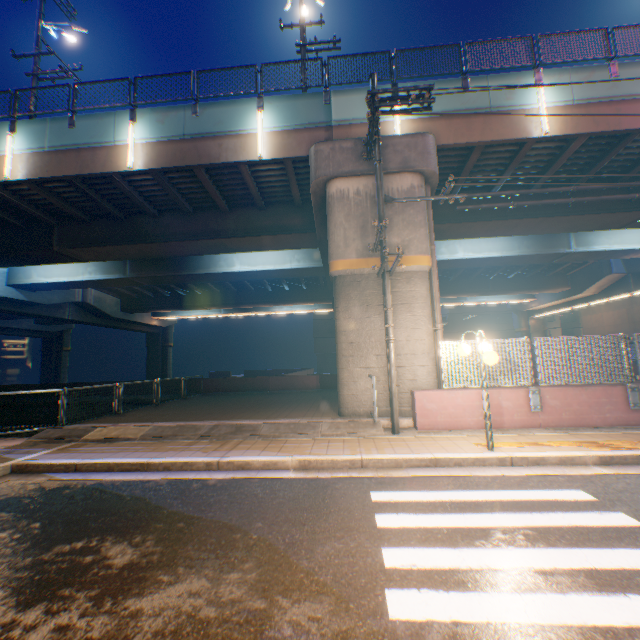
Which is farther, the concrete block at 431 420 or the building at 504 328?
the building at 504 328

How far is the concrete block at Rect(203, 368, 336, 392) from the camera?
19.1 meters

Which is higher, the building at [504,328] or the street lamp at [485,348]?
the building at [504,328]

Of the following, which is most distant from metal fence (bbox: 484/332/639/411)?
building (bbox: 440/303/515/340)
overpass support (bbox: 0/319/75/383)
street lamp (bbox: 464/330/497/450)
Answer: overpass support (bbox: 0/319/75/383)

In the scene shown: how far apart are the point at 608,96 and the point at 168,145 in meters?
15.9

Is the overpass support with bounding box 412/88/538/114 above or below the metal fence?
above

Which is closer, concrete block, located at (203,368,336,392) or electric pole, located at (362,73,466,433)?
electric pole, located at (362,73,466,433)

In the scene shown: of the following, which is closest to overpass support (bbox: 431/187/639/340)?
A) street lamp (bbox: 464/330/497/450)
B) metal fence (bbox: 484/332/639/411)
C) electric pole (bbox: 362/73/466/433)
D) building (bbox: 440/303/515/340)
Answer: metal fence (bbox: 484/332/639/411)
